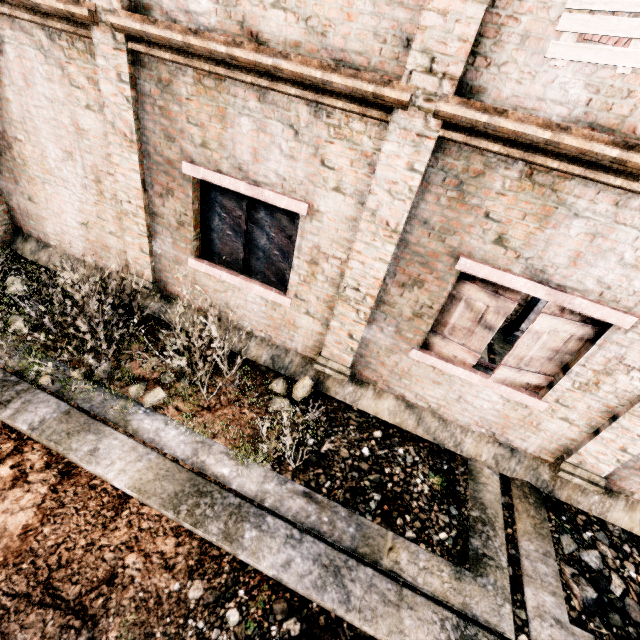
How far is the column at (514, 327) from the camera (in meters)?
8.48

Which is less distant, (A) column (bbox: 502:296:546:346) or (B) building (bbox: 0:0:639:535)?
(B) building (bbox: 0:0:639:535)

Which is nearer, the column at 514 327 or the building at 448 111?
the building at 448 111

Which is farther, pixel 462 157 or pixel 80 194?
Result: pixel 80 194

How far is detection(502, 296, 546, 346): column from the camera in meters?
8.5
